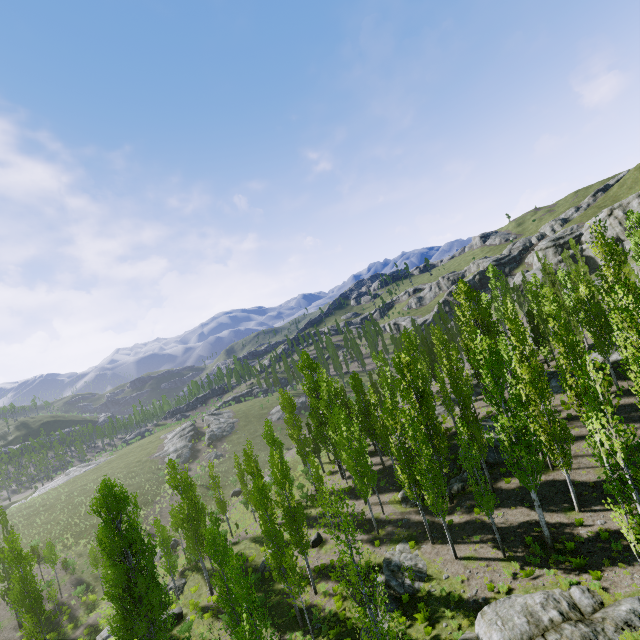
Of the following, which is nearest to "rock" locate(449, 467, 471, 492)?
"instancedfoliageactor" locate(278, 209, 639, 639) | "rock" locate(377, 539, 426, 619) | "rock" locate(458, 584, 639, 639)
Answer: "instancedfoliageactor" locate(278, 209, 639, 639)

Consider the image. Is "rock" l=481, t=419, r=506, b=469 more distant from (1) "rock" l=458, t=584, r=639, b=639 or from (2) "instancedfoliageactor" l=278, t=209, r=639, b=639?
(1) "rock" l=458, t=584, r=639, b=639

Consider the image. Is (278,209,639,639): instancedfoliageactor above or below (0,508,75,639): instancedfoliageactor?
above

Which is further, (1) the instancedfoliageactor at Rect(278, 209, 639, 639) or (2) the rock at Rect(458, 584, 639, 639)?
(2) the rock at Rect(458, 584, 639, 639)

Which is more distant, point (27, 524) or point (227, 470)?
point (227, 470)

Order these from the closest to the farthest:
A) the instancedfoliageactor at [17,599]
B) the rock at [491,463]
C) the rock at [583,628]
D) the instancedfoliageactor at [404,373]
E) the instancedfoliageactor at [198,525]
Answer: the instancedfoliageactor at [404,373] → the rock at [583,628] → the instancedfoliageactor at [198,525] → the instancedfoliageactor at [17,599] → the rock at [491,463]

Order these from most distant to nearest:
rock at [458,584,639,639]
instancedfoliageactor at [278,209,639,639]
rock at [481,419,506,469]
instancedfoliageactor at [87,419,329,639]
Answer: rock at [481,419,506,469], instancedfoliageactor at [87,419,329,639], rock at [458,584,639,639], instancedfoliageactor at [278,209,639,639]

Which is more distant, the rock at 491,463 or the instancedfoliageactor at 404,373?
the rock at 491,463
